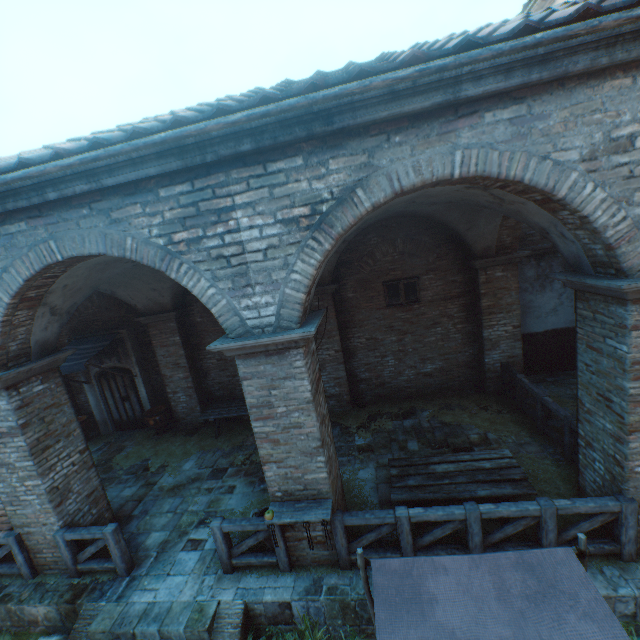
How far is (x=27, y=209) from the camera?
4.4m

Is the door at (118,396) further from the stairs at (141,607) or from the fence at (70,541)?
the stairs at (141,607)

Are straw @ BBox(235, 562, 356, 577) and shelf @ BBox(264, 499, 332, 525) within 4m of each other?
yes

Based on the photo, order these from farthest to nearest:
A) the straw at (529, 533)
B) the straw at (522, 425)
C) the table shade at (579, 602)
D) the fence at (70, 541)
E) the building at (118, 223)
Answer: the straw at (522, 425), the fence at (70, 541), the straw at (529, 533), the building at (118, 223), the table shade at (579, 602)

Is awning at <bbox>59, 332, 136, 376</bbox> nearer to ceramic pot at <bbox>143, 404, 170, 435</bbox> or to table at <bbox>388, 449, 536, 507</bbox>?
ceramic pot at <bbox>143, 404, 170, 435</bbox>

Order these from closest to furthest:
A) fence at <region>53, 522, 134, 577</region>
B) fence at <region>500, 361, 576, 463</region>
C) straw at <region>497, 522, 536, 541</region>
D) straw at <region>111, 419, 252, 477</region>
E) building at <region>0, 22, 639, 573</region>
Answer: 1. building at <region>0, 22, 639, 573</region>
2. straw at <region>497, 522, 536, 541</region>
3. fence at <region>53, 522, 134, 577</region>
4. fence at <region>500, 361, 576, 463</region>
5. straw at <region>111, 419, 252, 477</region>

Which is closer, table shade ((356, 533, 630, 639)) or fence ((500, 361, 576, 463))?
table shade ((356, 533, 630, 639))

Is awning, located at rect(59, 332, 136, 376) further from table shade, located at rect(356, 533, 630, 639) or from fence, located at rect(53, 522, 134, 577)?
table shade, located at rect(356, 533, 630, 639)
